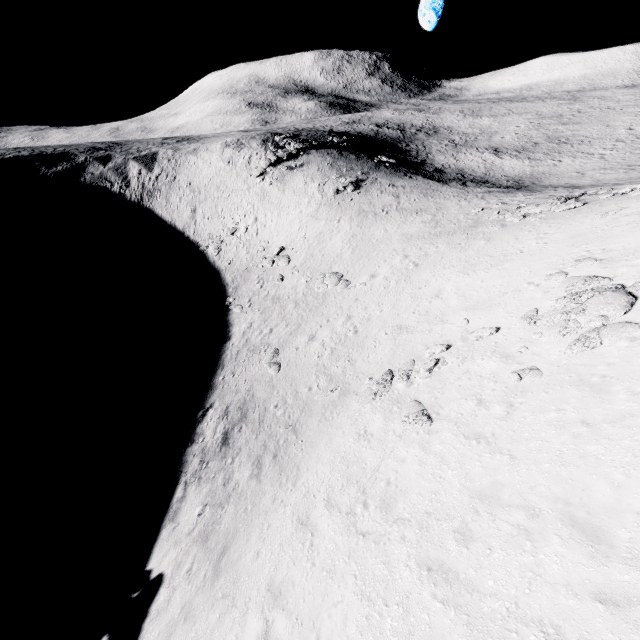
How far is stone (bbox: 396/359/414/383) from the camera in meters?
15.5

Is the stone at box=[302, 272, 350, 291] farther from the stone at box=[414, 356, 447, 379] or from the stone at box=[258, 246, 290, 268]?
the stone at box=[414, 356, 447, 379]

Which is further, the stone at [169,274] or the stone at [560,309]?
the stone at [169,274]

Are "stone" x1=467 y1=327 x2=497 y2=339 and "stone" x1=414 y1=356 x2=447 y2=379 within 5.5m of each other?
yes

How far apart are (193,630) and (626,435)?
12.5m

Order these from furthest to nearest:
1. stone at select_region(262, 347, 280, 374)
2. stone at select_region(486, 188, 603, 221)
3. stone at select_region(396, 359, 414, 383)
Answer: stone at select_region(262, 347, 280, 374)
stone at select_region(486, 188, 603, 221)
stone at select_region(396, 359, 414, 383)

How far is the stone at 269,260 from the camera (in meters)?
37.09

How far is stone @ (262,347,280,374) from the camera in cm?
2284
